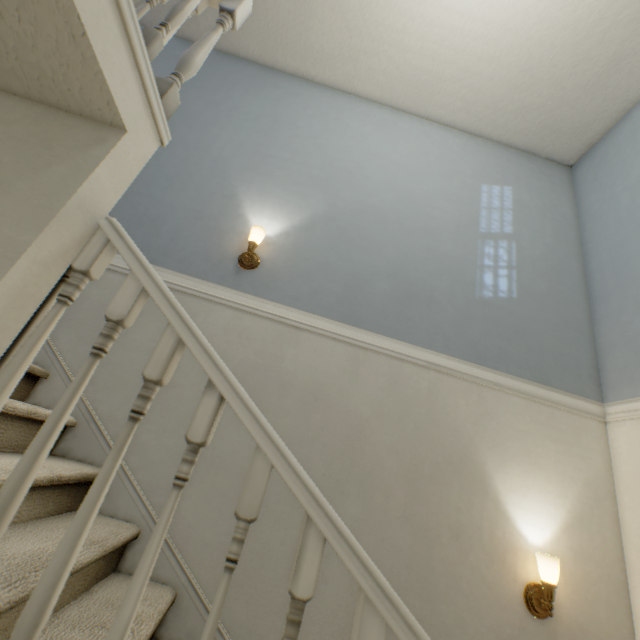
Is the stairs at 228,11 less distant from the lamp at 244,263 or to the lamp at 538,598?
the lamp at 244,263

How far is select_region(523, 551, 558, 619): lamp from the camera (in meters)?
1.56

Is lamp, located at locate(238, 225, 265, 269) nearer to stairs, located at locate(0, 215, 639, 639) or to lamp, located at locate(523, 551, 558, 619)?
stairs, located at locate(0, 215, 639, 639)

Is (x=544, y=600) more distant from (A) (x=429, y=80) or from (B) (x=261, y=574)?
(A) (x=429, y=80)

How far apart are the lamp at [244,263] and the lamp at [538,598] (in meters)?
2.26

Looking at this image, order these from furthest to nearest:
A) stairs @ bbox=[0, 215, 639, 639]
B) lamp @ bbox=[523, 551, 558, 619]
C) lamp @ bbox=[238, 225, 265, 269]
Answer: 1. lamp @ bbox=[238, 225, 265, 269]
2. lamp @ bbox=[523, 551, 558, 619]
3. stairs @ bbox=[0, 215, 639, 639]

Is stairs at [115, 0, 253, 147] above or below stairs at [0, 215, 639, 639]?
above

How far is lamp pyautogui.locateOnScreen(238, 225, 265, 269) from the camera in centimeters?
212cm
